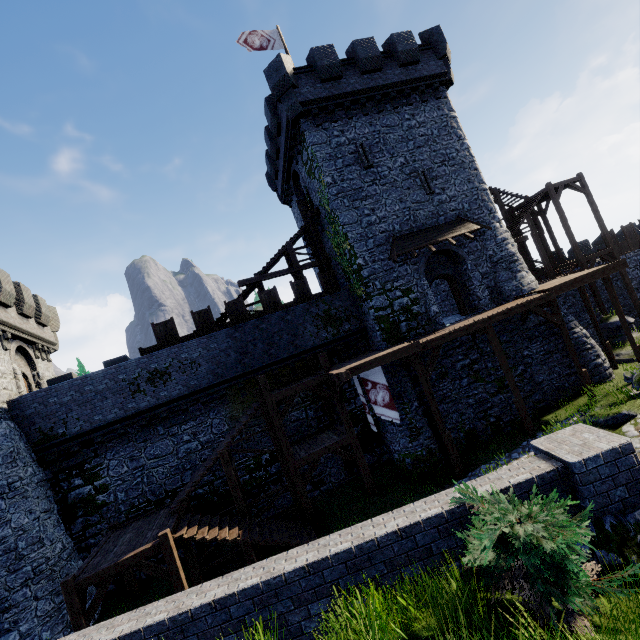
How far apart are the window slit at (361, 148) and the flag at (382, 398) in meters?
11.3 m

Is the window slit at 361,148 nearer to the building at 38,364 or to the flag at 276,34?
the flag at 276,34

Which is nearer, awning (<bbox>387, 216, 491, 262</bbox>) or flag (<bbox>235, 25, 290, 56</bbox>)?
awning (<bbox>387, 216, 491, 262</bbox>)

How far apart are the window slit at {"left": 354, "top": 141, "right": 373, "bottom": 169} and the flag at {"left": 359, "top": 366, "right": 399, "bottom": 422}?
11.3 meters

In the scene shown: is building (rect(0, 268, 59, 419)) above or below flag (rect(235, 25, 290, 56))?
below

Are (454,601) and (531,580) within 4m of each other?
yes

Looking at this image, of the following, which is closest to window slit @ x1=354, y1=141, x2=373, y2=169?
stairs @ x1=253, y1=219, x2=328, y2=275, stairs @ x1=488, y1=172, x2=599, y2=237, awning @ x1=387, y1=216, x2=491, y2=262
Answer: awning @ x1=387, y1=216, x2=491, y2=262

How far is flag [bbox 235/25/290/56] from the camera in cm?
1934
